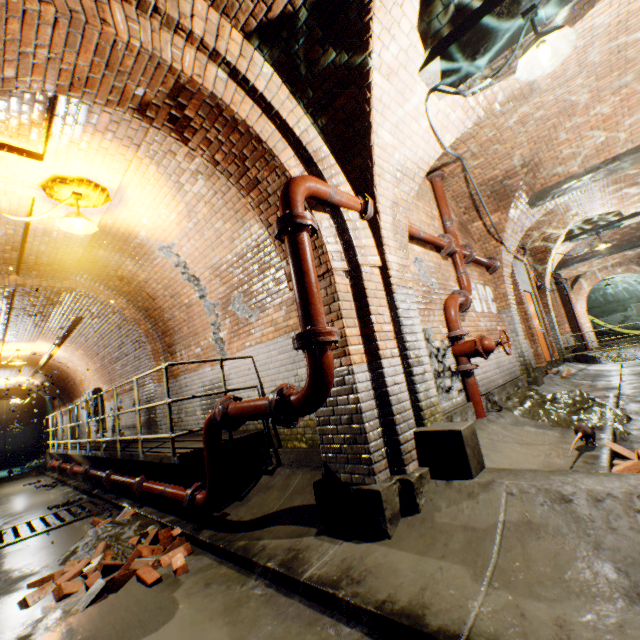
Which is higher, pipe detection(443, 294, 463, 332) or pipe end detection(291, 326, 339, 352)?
pipe detection(443, 294, 463, 332)

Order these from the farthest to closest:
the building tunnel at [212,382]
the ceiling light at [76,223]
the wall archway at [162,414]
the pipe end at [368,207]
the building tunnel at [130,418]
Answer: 1. the building tunnel at [130,418]
2. the wall archway at [162,414]
3. the building tunnel at [212,382]
4. the ceiling light at [76,223]
5. the pipe end at [368,207]

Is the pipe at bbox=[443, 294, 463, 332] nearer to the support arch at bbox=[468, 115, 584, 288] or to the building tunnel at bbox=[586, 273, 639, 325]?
the support arch at bbox=[468, 115, 584, 288]

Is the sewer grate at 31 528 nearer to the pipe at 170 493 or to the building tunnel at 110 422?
the building tunnel at 110 422

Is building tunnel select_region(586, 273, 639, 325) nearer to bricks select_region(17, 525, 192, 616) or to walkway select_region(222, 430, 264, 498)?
walkway select_region(222, 430, 264, 498)

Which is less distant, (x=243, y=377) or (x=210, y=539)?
(x=210, y=539)

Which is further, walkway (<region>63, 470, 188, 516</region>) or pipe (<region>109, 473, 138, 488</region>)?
pipe (<region>109, 473, 138, 488</region>)

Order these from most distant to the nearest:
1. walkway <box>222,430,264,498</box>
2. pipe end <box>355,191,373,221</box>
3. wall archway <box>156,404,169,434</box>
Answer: wall archway <box>156,404,169,434</box>
walkway <box>222,430,264,498</box>
pipe end <box>355,191,373,221</box>
